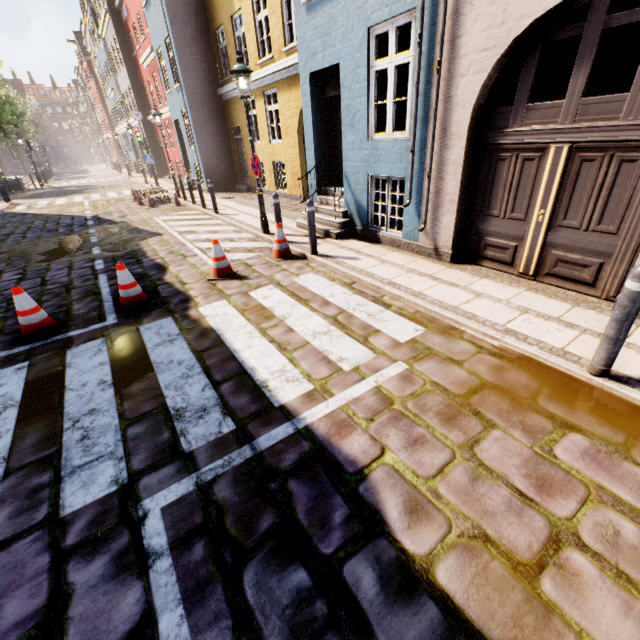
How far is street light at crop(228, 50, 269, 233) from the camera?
6.88m

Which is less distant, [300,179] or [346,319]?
[346,319]

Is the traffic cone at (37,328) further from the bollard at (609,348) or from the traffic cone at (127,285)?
the bollard at (609,348)

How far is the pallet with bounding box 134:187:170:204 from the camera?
15.2m

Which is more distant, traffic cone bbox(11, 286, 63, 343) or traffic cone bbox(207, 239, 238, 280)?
traffic cone bbox(207, 239, 238, 280)

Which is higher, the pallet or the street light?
the street light

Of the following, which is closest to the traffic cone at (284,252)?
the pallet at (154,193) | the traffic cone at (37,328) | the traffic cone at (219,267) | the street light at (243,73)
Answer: the traffic cone at (219,267)

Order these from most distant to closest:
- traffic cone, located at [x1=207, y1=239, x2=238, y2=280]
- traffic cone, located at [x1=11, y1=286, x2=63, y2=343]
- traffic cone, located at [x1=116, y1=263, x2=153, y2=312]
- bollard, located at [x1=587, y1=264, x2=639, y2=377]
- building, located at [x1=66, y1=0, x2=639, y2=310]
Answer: traffic cone, located at [x1=207, y1=239, x2=238, y2=280], traffic cone, located at [x1=116, y1=263, x2=153, y2=312], traffic cone, located at [x1=11, y1=286, x2=63, y2=343], building, located at [x1=66, y1=0, x2=639, y2=310], bollard, located at [x1=587, y1=264, x2=639, y2=377]
